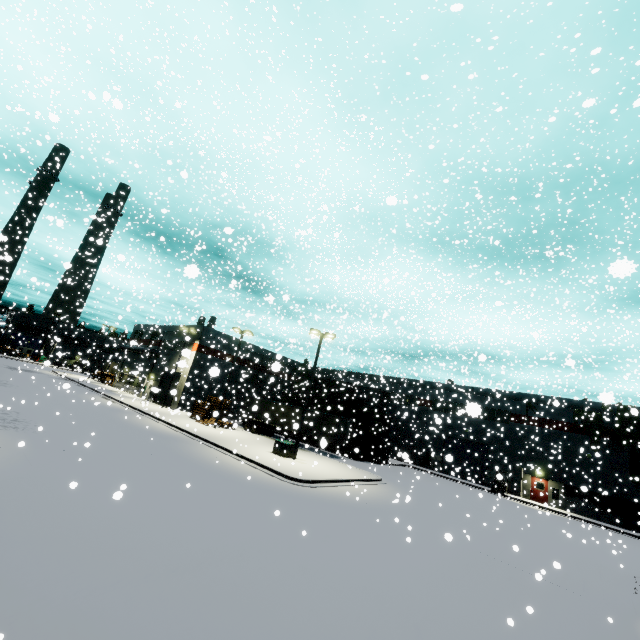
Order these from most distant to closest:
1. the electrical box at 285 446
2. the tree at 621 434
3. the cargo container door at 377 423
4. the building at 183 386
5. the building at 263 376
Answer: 1. the building at 263 376
2. the cargo container door at 377 423
3. the building at 183 386
4. the tree at 621 434
5. the electrical box at 285 446

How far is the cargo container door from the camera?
34.4m

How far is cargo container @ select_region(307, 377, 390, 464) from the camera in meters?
34.3 m

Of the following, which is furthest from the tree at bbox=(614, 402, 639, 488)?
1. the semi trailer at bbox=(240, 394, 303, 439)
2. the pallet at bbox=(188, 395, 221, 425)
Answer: the pallet at bbox=(188, 395, 221, 425)

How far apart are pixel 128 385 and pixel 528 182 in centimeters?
3102cm

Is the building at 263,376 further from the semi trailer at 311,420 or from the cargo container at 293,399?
the cargo container at 293,399

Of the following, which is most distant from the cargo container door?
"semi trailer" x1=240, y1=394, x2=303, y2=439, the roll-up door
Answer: "semi trailer" x1=240, y1=394, x2=303, y2=439

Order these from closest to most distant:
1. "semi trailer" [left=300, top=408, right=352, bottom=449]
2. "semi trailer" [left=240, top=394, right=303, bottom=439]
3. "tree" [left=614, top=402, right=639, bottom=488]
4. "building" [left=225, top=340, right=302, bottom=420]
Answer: "tree" [left=614, top=402, right=639, bottom=488] < "semi trailer" [left=300, top=408, right=352, bottom=449] < "semi trailer" [left=240, top=394, right=303, bottom=439] < "building" [left=225, top=340, right=302, bottom=420]
